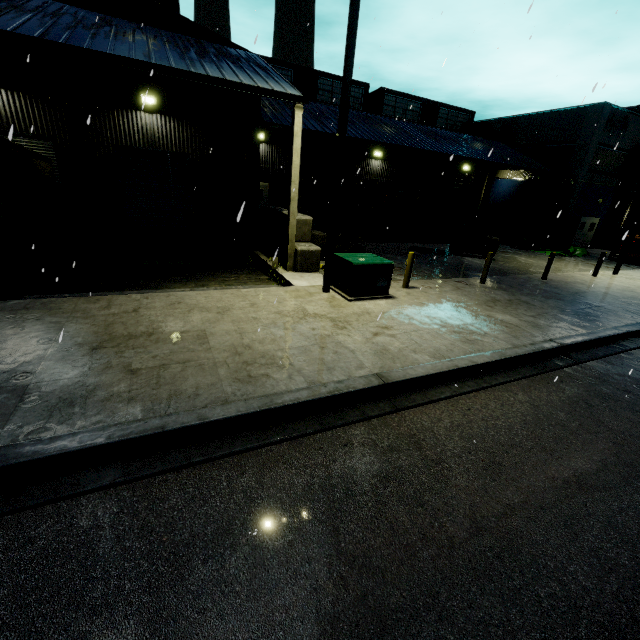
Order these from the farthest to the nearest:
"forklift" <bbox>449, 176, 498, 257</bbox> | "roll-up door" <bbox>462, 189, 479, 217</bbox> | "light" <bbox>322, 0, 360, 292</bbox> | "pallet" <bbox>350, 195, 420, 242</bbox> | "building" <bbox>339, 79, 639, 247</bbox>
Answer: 1. "roll-up door" <bbox>462, 189, 479, 217</bbox>
2. "building" <bbox>339, 79, 639, 247</bbox>
3. "pallet" <bbox>350, 195, 420, 242</bbox>
4. "forklift" <bbox>449, 176, 498, 257</bbox>
5. "light" <bbox>322, 0, 360, 292</bbox>

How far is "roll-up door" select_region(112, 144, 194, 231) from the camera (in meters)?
13.97

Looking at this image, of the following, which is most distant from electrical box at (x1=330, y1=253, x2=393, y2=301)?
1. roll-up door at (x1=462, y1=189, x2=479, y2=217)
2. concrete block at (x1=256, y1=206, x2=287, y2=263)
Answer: roll-up door at (x1=462, y1=189, x2=479, y2=217)

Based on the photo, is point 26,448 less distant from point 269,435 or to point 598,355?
point 269,435

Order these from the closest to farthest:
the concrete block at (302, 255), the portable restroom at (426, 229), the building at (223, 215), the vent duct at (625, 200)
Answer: the building at (223, 215), the concrete block at (302, 255), the portable restroom at (426, 229), the vent duct at (625, 200)

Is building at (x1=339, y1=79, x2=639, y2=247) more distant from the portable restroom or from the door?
the portable restroom

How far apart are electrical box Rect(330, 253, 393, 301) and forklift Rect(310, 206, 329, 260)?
3.8m

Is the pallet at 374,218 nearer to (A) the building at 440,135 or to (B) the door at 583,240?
(A) the building at 440,135
